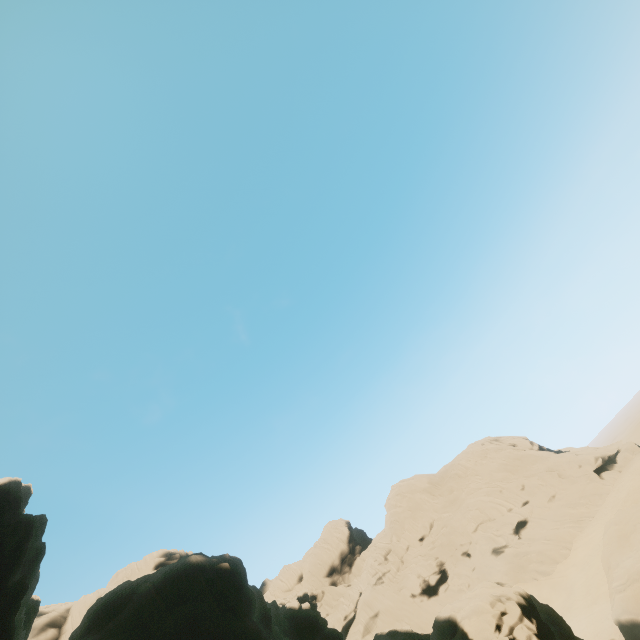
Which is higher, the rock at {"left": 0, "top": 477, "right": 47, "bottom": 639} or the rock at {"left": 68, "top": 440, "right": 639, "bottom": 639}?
the rock at {"left": 0, "top": 477, "right": 47, "bottom": 639}

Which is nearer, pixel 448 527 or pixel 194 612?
pixel 194 612

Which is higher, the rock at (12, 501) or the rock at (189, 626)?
the rock at (12, 501)

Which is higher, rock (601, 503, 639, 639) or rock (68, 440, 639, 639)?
rock (68, 440, 639, 639)

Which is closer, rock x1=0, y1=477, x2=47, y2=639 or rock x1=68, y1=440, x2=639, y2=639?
rock x1=68, y1=440, x2=639, y2=639

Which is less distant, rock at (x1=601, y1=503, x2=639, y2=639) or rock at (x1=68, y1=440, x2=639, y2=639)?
rock at (x1=68, y1=440, x2=639, y2=639)

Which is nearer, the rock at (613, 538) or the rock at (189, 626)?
the rock at (189, 626)
